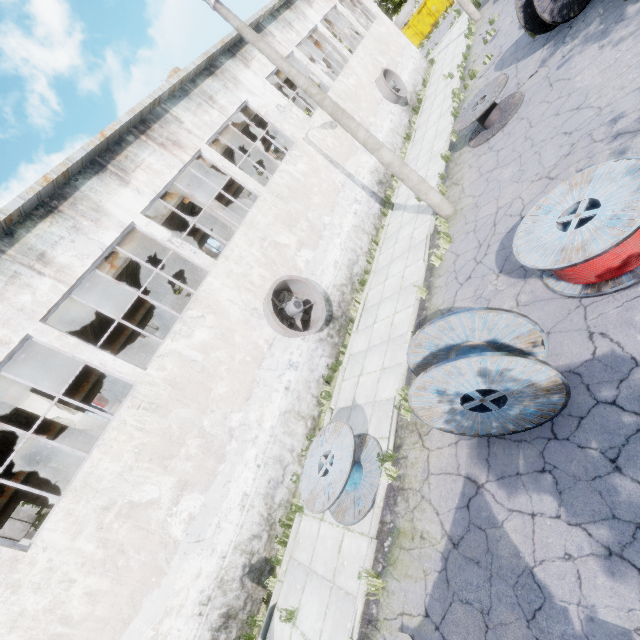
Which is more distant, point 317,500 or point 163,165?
point 163,165

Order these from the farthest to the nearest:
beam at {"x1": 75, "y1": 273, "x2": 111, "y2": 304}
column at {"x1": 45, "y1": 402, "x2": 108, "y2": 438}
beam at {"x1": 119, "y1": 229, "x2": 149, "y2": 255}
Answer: beam at {"x1": 119, "y1": 229, "x2": 149, "y2": 255} → beam at {"x1": 75, "y1": 273, "x2": 111, "y2": 304} → column at {"x1": 45, "y1": 402, "x2": 108, "y2": 438}

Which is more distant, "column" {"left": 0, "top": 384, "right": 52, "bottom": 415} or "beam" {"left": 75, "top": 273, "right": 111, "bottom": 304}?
"beam" {"left": 75, "top": 273, "right": 111, "bottom": 304}

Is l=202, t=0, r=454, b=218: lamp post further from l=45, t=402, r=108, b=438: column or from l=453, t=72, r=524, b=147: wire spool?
l=45, t=402, r=108, b=438: column

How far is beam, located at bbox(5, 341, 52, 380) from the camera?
9.4m

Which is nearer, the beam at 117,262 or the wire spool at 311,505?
the wire spool at 311,505

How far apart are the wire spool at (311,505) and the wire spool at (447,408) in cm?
211
